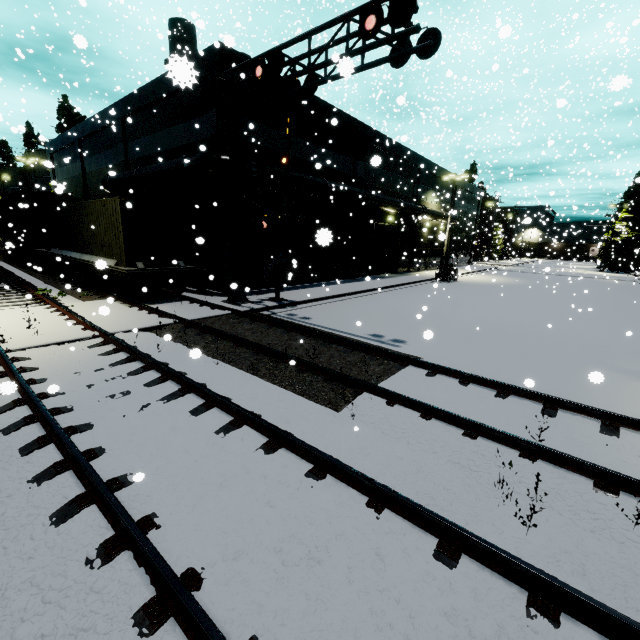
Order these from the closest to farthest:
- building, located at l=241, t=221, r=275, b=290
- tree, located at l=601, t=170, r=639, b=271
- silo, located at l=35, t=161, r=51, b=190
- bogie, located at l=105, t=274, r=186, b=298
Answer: bogie, located at l=105, t=274, r=186, b=298 → building, located at l=241, t=221, r=275, b=290 → silo, located at l=35, t=161, r=51, b=190 → tree, located at l=601, t=170, r=639, b=271

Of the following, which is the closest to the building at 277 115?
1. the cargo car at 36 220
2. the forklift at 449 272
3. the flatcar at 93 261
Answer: the cargo car at 36 220

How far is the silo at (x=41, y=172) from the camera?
38.91m

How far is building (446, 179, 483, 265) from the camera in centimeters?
3933cm

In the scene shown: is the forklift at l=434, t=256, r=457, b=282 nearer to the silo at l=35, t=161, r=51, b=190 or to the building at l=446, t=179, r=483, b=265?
the building at l=446, t=179, r=483, b=265

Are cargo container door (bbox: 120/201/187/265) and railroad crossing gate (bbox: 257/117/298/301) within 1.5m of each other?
no

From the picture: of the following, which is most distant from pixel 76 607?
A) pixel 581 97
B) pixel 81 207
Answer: pixel 581 97

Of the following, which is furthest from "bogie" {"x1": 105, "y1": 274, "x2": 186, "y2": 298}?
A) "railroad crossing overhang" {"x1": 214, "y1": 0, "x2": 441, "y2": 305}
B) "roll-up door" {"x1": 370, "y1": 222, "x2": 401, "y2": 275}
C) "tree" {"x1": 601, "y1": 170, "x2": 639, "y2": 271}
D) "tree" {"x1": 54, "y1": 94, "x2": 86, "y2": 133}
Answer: "tree" {"x1": 54, "y1": 94, "x2": 86, "y2": 133}
